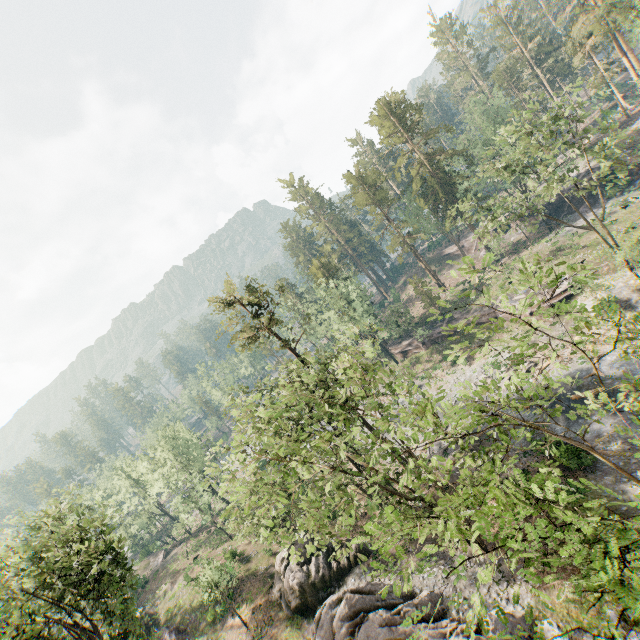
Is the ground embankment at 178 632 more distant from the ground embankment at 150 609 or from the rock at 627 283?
the rock at 627 283

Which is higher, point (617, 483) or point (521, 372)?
point (521, 372)

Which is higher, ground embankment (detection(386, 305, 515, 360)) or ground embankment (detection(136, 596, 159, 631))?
ground embankment (detection(136, 596, 159, 631))

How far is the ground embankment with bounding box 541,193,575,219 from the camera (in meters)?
49.28

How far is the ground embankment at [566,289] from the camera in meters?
35.9 m

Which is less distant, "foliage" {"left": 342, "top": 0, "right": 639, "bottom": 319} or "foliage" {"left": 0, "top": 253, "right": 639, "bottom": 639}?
"foliage" {"left": 0, "top": 253, "right": 639, "bottom": 639}

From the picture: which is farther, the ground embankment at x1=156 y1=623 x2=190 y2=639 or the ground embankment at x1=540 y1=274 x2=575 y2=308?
the ground embankment at x1=540 y1=274 x2=575 y2=308

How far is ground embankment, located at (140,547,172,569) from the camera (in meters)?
52.69
